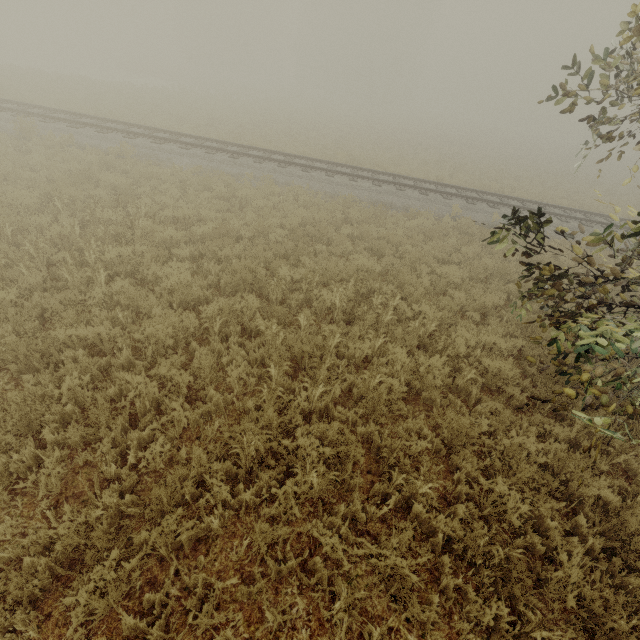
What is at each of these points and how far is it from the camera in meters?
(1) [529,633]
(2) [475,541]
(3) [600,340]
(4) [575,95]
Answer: (1) tree, 3.2
(2) tree, 3.8
(3) tree, 3.1
(4) tree, 4.9

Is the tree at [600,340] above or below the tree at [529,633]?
above

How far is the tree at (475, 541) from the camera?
3.5 meters

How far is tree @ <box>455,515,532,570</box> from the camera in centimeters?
349cm

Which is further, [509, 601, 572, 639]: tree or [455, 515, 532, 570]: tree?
[455, 515, 532, 570]: tree

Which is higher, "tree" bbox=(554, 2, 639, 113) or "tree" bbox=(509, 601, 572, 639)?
"tree" bbox=(554, 2, 639, 113)
